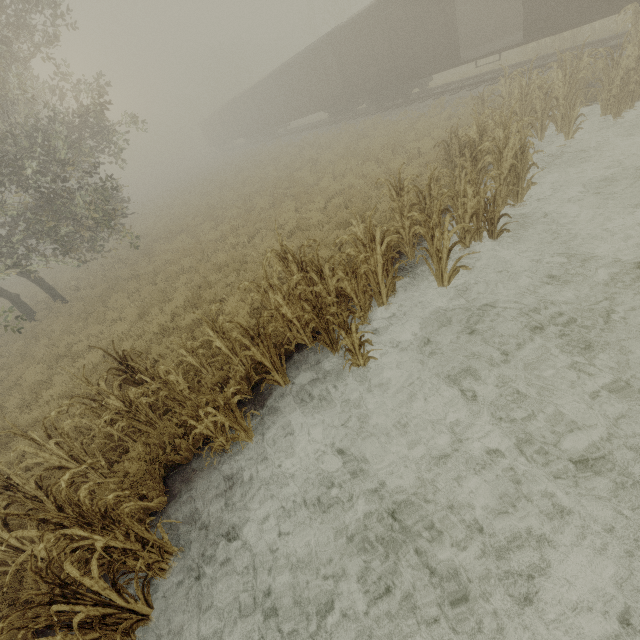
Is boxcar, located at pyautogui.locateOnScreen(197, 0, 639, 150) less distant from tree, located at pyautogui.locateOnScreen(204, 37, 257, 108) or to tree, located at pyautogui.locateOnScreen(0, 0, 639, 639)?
tree, located at pyautogui.locateOnScreen(0, 0, 639, 639)

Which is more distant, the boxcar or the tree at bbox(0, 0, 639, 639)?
the boxcar

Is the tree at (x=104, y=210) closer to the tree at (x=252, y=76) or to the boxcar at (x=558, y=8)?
the boxcar at (x=558, y=8)

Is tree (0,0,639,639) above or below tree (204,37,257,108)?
below

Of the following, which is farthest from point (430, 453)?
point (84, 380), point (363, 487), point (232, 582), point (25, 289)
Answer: point (25, 289)

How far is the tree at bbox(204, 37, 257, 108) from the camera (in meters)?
53.06
